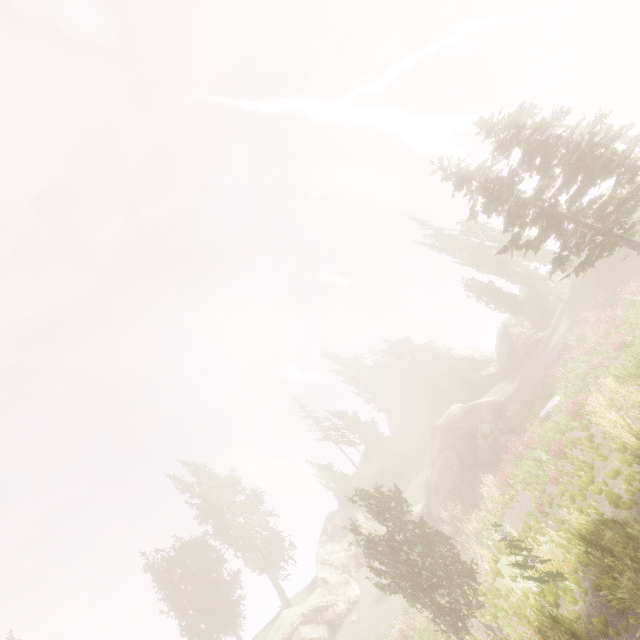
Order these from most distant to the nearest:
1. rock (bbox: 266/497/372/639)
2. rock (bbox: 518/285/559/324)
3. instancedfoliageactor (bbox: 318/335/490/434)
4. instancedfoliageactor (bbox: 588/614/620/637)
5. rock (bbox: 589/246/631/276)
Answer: instancedfoliageactor (bbox: 318/335/490/434)
rock (bbox: 518/285/559/324)
rock (bbox: 266/497/372/639)
rock (bbox: 589/246/631/276)
instancedfoliageactor (bbox: 588/614/620/637)

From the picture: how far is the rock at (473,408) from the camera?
29.2 meters

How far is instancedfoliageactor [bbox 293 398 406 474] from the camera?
44.91m

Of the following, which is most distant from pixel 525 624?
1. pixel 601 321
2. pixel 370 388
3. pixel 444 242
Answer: pixel 370 388

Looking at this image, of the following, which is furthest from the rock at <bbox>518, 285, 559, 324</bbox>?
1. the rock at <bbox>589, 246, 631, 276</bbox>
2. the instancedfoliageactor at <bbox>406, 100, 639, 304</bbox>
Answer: the rock at <bbox>589, 246, 631, 276</bbox>

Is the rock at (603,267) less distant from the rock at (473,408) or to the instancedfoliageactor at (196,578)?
the instancedfoliageactor at (196,578)

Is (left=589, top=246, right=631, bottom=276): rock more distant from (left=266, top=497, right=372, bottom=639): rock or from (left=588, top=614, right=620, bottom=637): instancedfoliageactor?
(left=266, top=497, right=372, bottom=639): rock
